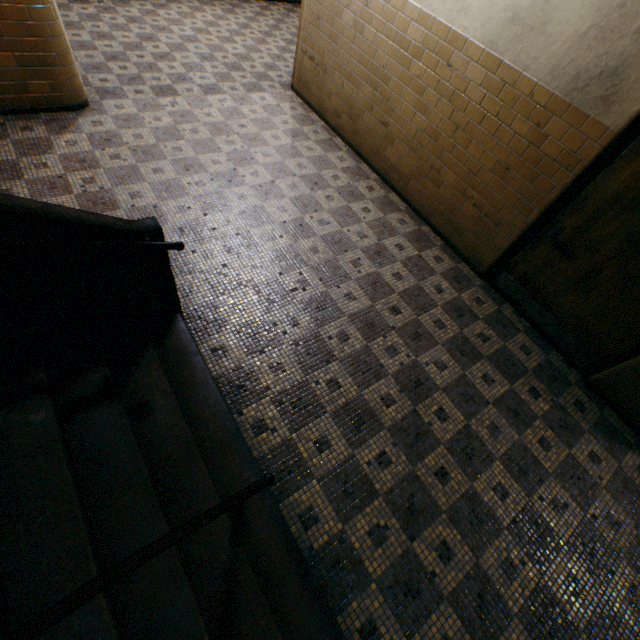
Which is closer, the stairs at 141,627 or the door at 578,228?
the stairs at 141,627

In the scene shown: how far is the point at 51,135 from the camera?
4.2m

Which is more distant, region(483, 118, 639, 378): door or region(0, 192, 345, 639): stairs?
region(483, 118, 639, 378): door
